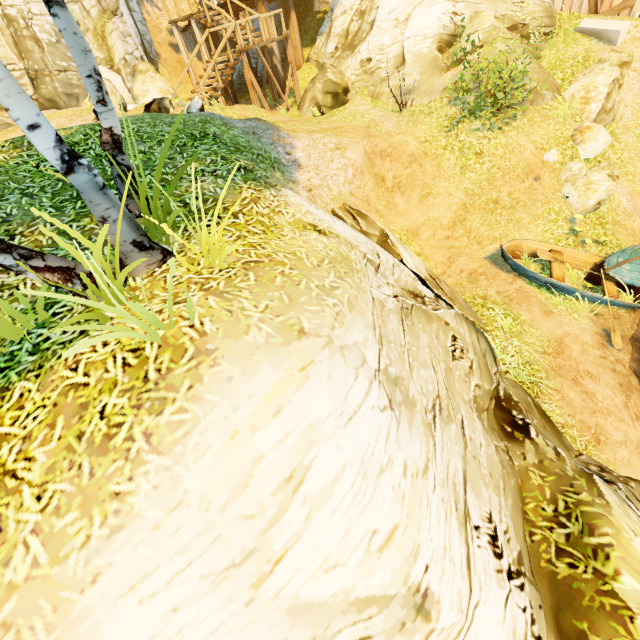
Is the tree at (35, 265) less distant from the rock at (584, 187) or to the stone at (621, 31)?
the rock at (584, 187)

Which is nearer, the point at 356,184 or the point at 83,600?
the point at 83,600

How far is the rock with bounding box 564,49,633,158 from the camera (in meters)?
10.23

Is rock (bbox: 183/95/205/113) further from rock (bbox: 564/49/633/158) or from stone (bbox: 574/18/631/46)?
stone (bbox: 574/18/631/46)

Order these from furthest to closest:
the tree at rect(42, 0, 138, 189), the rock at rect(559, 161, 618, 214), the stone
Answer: the stone, the rock at rect(559, 161, 618, 214), the tree at rect(42, 0, 138, 189)

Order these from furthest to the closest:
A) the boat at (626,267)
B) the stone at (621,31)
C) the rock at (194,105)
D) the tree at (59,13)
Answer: the stone at (621,31), the rock at (194,105), the boat at (626,267), the tree at (59,13)

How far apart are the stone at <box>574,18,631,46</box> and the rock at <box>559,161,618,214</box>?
6.0 meters

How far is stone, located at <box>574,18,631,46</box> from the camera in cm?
1183
